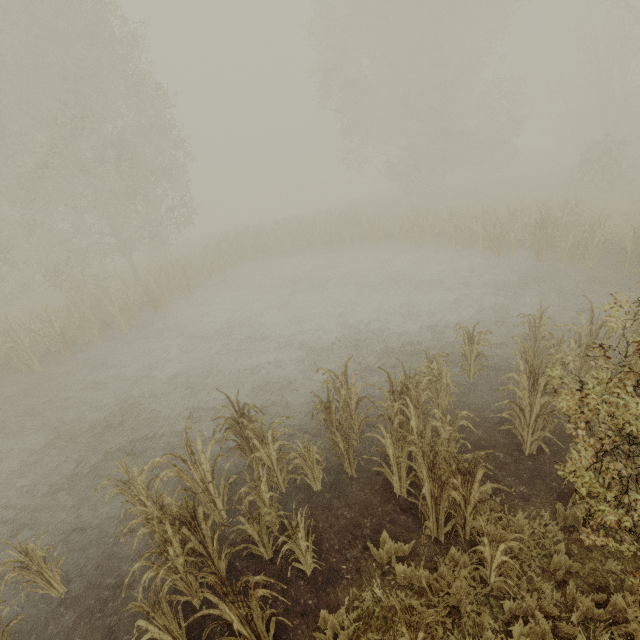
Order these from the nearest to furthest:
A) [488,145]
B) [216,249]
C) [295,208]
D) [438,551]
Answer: [438,551] < [216,249] < [488,145] < [295,208]
